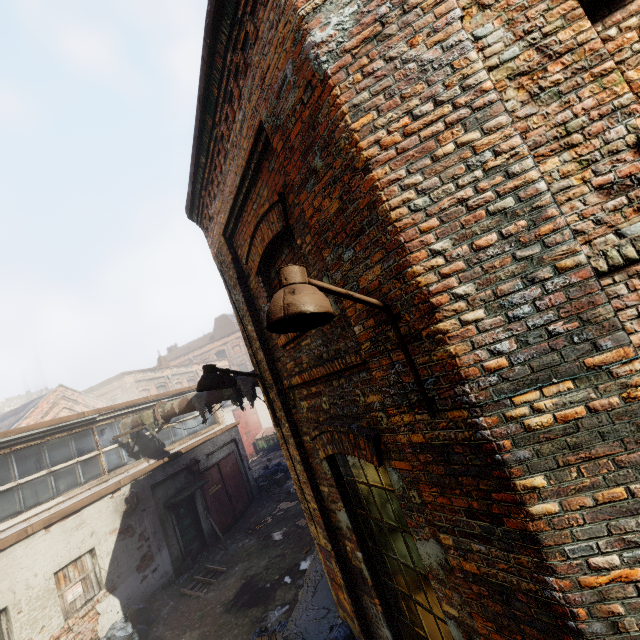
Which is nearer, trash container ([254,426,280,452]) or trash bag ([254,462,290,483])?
trash bag ([254,462,290,483])

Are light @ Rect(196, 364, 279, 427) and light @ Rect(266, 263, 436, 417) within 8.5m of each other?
yes

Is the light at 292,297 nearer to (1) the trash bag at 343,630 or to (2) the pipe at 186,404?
(1) the trash bag at 343,630

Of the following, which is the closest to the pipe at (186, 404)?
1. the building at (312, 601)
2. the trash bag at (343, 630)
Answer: the building at (312, 601)

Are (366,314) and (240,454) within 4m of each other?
no

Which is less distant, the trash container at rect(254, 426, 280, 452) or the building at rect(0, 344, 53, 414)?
the trash container at rect(254, 426, 280, 452)

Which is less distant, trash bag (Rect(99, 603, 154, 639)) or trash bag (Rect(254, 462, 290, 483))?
trash bag (Rect(99, 603, 154, 639))

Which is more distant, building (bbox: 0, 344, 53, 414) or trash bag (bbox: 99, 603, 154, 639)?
building (bbox: 0, 344, 53, 414)
